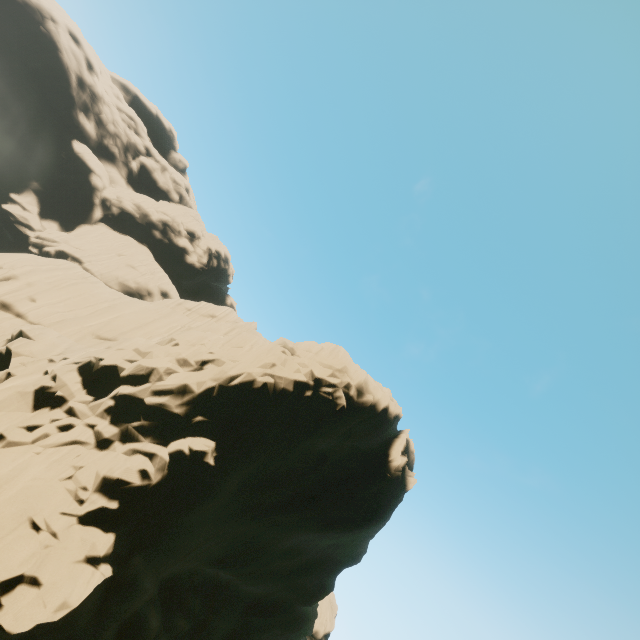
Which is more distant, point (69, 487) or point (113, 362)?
point (113, 362)
